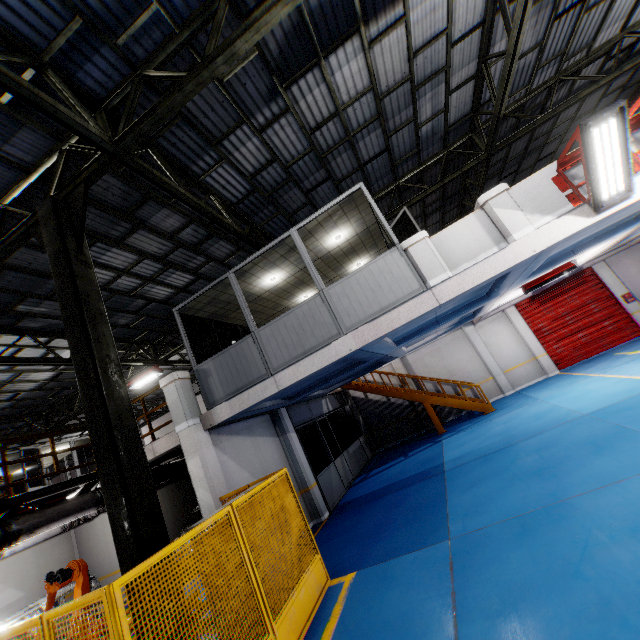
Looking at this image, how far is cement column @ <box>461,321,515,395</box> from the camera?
16.0 meters

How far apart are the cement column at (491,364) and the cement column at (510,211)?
11.23m

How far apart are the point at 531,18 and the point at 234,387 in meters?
11.7

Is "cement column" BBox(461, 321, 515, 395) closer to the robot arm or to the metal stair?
the metal stair

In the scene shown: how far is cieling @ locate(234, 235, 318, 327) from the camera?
8.5 meters

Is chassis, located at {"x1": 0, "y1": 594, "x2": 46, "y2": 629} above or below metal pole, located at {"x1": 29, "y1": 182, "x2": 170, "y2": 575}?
below

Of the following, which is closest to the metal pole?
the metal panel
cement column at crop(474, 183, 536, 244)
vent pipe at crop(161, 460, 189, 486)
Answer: the metal panel

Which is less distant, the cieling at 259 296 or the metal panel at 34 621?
the metal panel at 34 621
